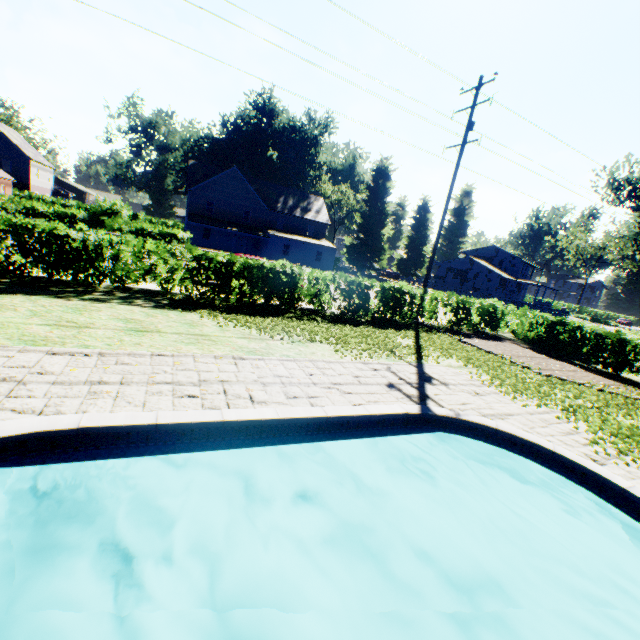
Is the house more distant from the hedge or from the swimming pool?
the swimming pool

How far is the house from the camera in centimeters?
5228cm

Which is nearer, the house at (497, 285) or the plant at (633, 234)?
the plant at (633, 234)

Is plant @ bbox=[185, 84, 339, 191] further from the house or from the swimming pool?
the swimming pool

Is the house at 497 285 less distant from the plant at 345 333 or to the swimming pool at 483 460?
the plant at 345 333

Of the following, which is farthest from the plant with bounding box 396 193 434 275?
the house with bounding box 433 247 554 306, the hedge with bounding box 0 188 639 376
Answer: the hedge with bounding box 0 188 639 376

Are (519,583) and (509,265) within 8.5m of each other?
no
